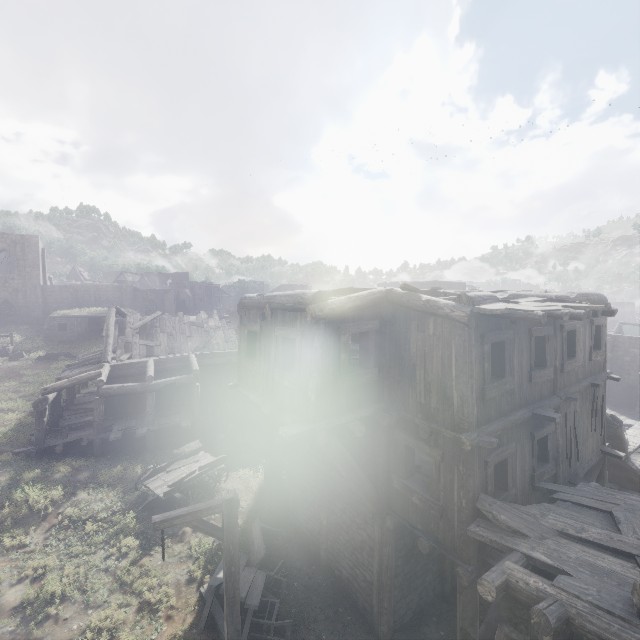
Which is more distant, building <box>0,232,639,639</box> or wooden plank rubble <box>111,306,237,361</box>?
wooden plank rubble <box>111,306,237,361</box>

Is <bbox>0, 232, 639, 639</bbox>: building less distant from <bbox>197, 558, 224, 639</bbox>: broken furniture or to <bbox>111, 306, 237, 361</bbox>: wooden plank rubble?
<bbox>111, 306, 237, 361</bbox>: wooden plank rubble

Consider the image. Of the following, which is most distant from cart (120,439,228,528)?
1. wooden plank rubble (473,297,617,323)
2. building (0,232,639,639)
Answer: wooden plank rubble (473,297,617,323)

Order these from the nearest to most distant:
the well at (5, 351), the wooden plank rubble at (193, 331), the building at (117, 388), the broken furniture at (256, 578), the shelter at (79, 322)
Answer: the building at (117, 388), the broken furniture at (256, 578), the wooden plank rubble at (193, 331), the well at (5, 351), the shelter at (79, 322)

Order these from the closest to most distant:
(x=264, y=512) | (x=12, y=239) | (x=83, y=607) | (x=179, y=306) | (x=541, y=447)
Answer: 1. (x=83, y=607)
2. (x=541, y=447)
3. (x=264, y=512)
4. (x=12, y=239)
5. (x=179, y=306)

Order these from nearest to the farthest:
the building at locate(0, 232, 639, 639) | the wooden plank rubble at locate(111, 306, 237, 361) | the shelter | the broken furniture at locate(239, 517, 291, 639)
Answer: the building at locate(0, 232, 639, 639) < the broken furniture at locate(239, 517, 291, 639) < the wooden plank rubble at locate(111, 306, 237, 361) < the shelter

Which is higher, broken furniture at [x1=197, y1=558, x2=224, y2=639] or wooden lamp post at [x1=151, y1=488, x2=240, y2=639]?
wooden lamp post at [x1=151, y1=488, x2=240, y2=639]

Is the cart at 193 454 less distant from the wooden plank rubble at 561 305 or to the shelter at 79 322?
the wooden plank rubble at 561 305
